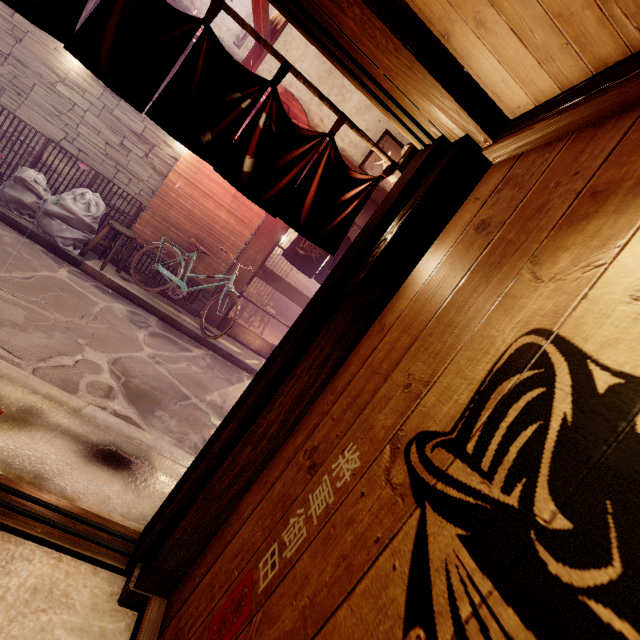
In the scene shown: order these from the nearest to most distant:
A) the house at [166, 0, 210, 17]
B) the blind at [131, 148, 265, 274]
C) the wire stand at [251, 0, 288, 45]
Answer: the wire stand at [251, 0, 288, 45] → the house at [166, 0, 210, 17] → the blind at [131, 148, 265, 274]

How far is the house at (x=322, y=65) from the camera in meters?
11.0 m

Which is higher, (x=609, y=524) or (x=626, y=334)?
(x=626, y=334)

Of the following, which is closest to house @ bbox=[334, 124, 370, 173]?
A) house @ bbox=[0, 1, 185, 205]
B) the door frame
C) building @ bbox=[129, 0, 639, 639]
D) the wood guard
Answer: the wood guard

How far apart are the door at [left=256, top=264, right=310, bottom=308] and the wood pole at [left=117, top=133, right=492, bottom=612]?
9.6 meters

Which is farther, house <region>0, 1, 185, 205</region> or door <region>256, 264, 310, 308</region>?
door <region>256, 264, 310, 308</region>

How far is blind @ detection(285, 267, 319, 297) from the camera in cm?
2652

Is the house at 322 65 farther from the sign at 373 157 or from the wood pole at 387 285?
the wood pole at 387 285
